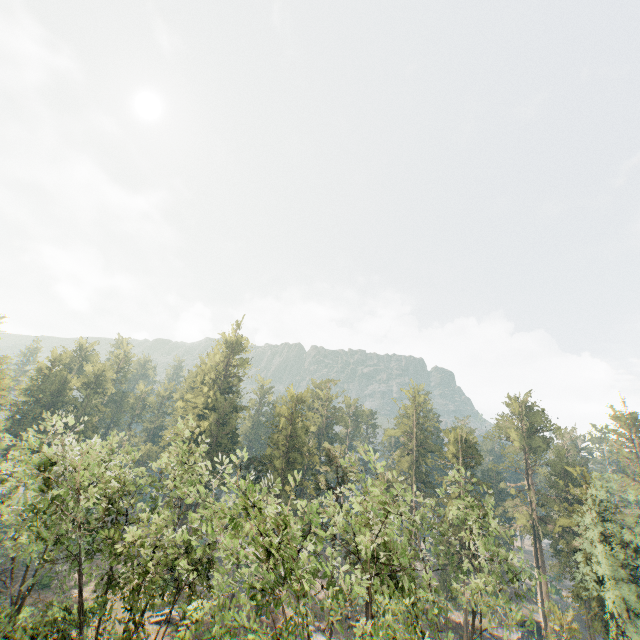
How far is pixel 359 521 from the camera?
18.2 meters
